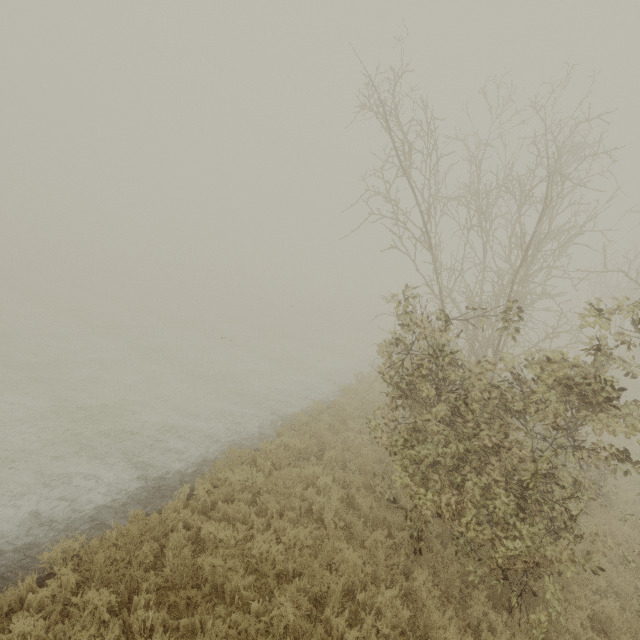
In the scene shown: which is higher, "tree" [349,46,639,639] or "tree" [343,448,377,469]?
"tree" [349,46,639,639]

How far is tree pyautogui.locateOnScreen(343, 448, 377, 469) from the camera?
9.16m

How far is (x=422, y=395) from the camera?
5.7m

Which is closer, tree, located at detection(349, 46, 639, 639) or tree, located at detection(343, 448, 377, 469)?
tree, located at detection(349, 46, 639, 639)

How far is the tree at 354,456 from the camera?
9.16m

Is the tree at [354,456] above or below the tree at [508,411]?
below
